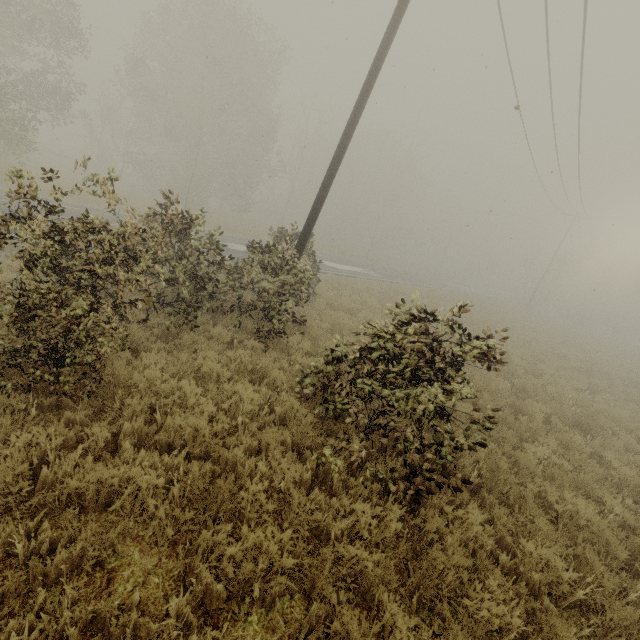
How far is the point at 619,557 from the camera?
4.6m
